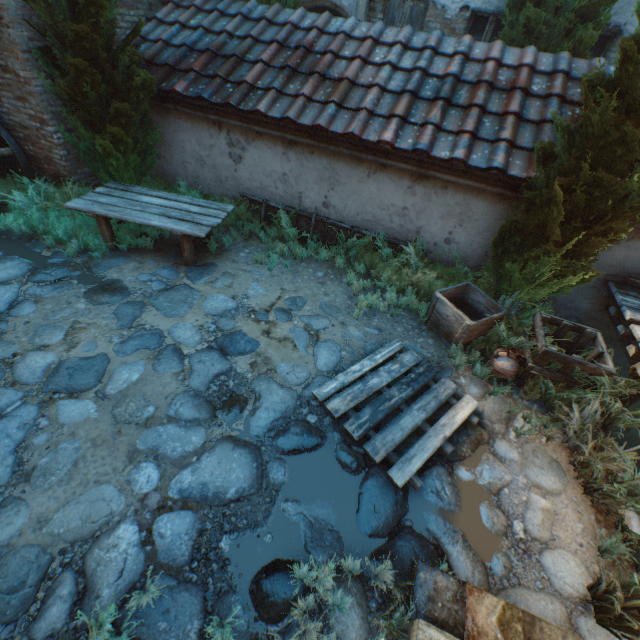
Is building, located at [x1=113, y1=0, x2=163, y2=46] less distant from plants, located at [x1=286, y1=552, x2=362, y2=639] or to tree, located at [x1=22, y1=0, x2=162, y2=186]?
tree, located at [x1=22, y1=0, x2=162, y2=186]

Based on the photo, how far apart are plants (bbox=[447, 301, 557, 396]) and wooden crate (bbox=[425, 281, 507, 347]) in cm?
1

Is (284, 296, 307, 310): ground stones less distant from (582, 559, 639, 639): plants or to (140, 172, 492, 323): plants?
(582, 559, 639, 639): plants

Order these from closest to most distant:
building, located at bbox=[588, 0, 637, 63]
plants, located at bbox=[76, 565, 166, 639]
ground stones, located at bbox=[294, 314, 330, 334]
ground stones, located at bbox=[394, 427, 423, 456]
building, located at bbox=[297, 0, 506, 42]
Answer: plants, located at bbox=[76, 565, 166, 639] < ground stones, located at bbox=[394, 427, 423, 456] < ground stones, located at bbox=[294, 314, 330, 334] < building, located at bbox=[588, 0, 637, 63] < building, located at bbox=[297, 0, 506, 42]

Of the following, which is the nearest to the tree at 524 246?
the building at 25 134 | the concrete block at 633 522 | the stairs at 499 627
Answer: the building at 25 134

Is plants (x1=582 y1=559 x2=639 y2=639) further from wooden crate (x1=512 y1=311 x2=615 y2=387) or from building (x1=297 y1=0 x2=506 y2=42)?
building (x1=297 y1=0 x2=506 y2=42)

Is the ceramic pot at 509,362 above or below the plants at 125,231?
above

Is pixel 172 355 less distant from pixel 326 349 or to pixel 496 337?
pixel 326 349
